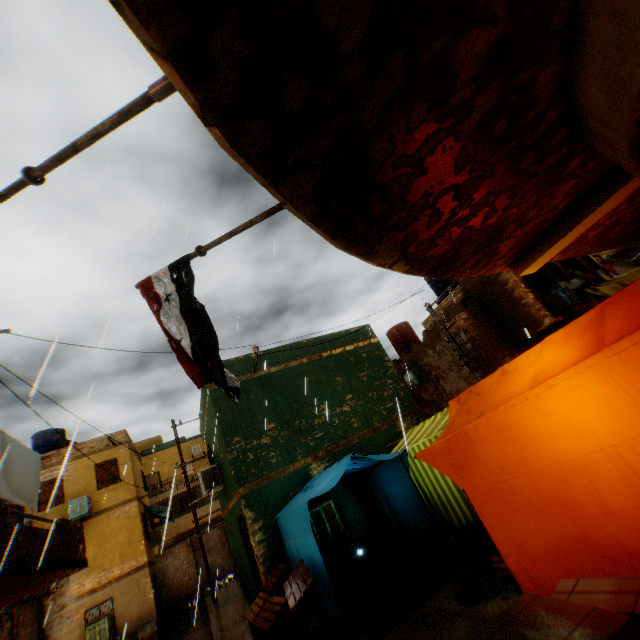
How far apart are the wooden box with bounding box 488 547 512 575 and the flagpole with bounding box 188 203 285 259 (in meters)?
4.32

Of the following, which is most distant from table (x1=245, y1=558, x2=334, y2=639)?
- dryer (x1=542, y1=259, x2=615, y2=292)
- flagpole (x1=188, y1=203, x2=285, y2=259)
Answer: dryer (x1=542, y1=259, x2=615, y2=292)

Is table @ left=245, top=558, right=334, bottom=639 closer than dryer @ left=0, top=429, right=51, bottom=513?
Yes

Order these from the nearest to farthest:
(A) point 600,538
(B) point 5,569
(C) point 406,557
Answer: (A) point 600,538 → (B) point 5,569 → (C) point 406,557

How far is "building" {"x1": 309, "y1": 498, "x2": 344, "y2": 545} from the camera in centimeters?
816cm

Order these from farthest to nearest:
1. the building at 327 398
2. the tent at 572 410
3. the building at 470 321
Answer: the building at 327 398
the tent at 572 410
the building at 470 321

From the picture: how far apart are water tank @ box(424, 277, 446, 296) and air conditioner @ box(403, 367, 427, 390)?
4.6 meters

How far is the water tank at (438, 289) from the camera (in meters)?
18.45
